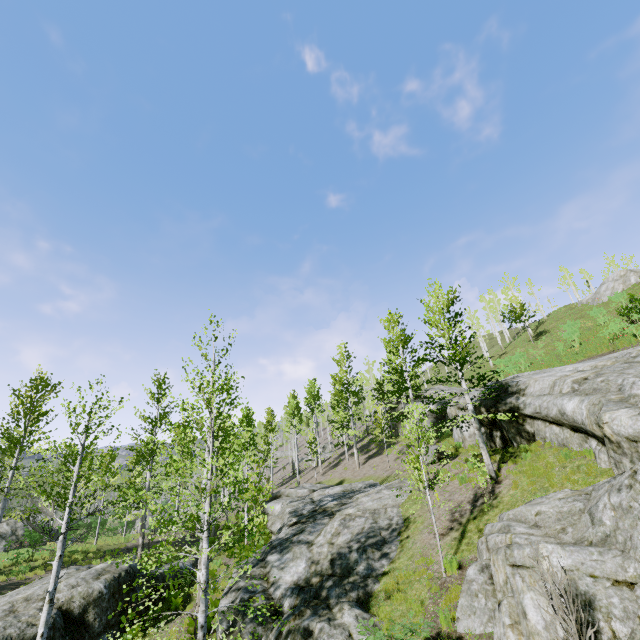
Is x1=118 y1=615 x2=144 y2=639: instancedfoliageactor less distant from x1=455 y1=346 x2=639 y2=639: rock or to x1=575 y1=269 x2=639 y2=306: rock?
x1=455 y1=346 x2=639 y2=639: rock

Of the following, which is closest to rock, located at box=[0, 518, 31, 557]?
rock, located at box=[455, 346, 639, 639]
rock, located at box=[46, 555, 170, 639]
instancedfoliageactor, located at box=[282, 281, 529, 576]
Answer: instancedfoliageactor, located at box=[282, 281, 529, 576]

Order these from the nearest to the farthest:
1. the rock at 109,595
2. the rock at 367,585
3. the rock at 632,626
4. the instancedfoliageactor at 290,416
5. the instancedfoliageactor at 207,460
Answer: the rock at 632,626
the instancedfoliageactor at 207,460
the rock at 367,585
the rock at 109,595
the instancedfoliageactor at 290,416

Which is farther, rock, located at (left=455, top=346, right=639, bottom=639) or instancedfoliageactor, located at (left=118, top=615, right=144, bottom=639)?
instancedfoliageactor, located at (left=118, top=615, right=144, bottom=639)

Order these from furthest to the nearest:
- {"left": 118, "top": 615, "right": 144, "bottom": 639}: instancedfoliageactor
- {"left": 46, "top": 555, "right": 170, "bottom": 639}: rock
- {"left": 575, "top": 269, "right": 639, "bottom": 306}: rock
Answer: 1. {"left": 575, "top": 269, "right": 639, "bottom": 306}: rock
2. {"left": 46, "top": 555, "right": 170, "bottom": 639}: rock
3. {"left": 118, "top": 615, "right": 144, "bottom": 639}: instancedfoliageactor

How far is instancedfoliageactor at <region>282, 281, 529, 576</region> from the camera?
12.8 meters

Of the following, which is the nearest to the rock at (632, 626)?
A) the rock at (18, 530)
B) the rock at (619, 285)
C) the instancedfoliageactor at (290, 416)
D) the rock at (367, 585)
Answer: the rock at (367, 585)

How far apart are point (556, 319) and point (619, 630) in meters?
44.1 m
